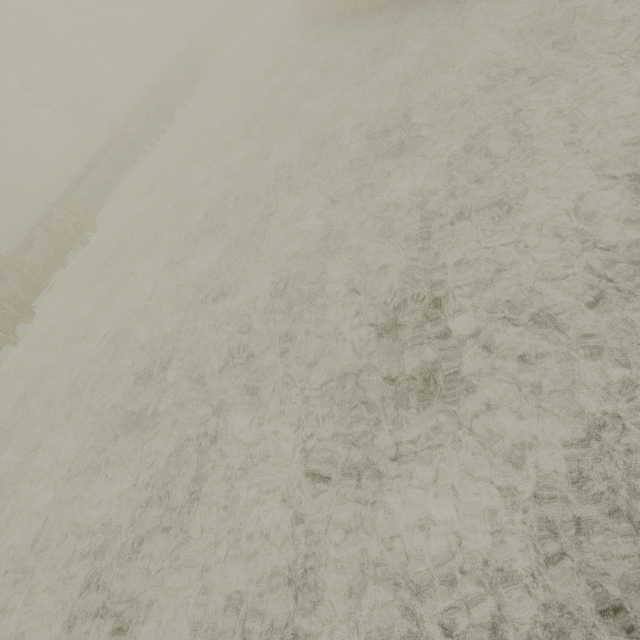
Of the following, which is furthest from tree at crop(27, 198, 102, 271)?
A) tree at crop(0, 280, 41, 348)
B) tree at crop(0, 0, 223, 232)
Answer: tree at crop(0, 0, 223, 232)

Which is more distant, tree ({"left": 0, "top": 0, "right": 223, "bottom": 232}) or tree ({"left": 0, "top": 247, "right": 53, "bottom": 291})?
tree ({"left": 0, "top": 0, "right": 223, "bottom": 232})

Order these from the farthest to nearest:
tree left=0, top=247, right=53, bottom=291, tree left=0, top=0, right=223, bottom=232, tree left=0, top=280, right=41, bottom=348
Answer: tree left=0, top=0, right=223, bottom=232
tree left=0, top=247, right=53, bottom=291
tree left=0, top=280, right=41, bottom=348

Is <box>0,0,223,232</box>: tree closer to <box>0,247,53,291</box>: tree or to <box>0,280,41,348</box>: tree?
→ <box>0,247,53,291</box>: tree

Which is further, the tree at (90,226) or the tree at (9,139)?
the tree at (9,139)

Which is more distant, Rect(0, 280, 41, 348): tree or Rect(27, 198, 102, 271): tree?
Rect(27, 198, 102, 271): tree

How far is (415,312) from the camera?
4.5m
